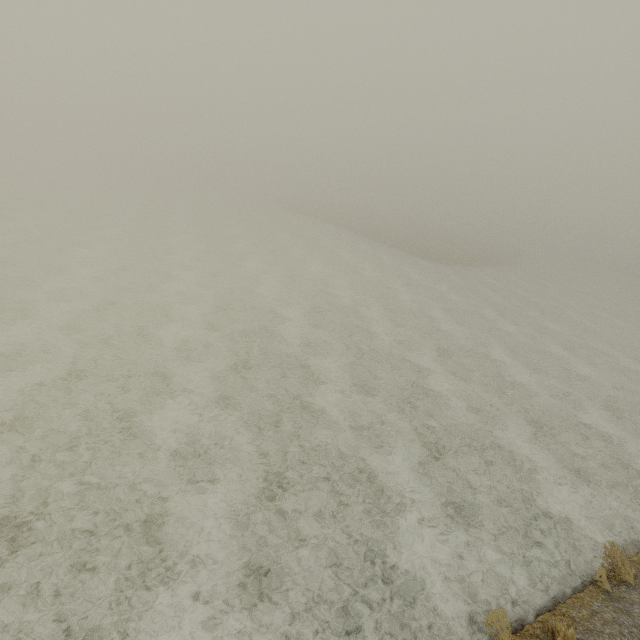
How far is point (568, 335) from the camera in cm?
2236
